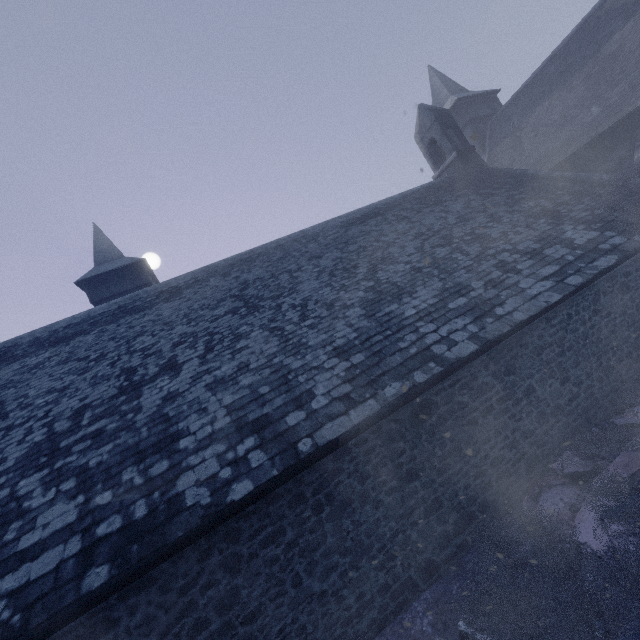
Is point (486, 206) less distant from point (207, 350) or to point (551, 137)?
point (551, 137)

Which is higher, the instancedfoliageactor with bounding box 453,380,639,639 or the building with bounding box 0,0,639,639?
the building with bounding box 0,0,639,639

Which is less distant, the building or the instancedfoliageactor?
the instancedfoliageactor

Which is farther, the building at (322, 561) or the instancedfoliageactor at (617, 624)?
the building at (322, 561)

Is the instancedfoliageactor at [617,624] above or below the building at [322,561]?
below
